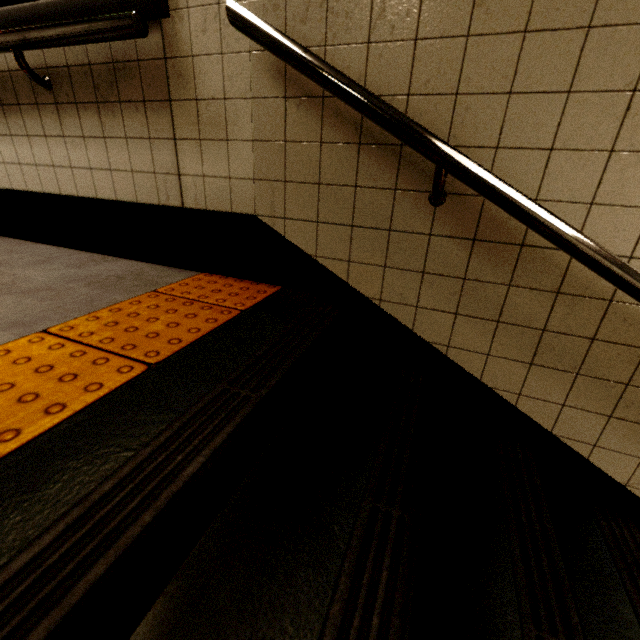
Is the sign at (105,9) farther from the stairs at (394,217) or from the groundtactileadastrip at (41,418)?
the groundtactileadastrip at (41,418)

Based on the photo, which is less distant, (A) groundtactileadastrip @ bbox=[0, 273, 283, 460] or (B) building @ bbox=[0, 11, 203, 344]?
(A) groundtactileadastrip @ bbox=[0, 273, 283, 460]

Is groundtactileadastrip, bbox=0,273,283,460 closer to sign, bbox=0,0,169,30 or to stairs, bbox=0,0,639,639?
stairs, bbox=0,0,639,639

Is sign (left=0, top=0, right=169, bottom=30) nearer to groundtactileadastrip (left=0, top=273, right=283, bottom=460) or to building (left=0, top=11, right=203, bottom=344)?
building (left=0, top=11, right=203, bottom=344)

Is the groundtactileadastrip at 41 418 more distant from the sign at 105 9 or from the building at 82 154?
the sign at 105 9

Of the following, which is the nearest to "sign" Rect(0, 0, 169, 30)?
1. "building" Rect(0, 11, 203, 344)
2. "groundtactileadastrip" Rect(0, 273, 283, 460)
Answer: "building" Rect(0, 11, 203, 344)

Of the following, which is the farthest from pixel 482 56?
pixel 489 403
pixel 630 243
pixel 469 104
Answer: pixel 489 403
